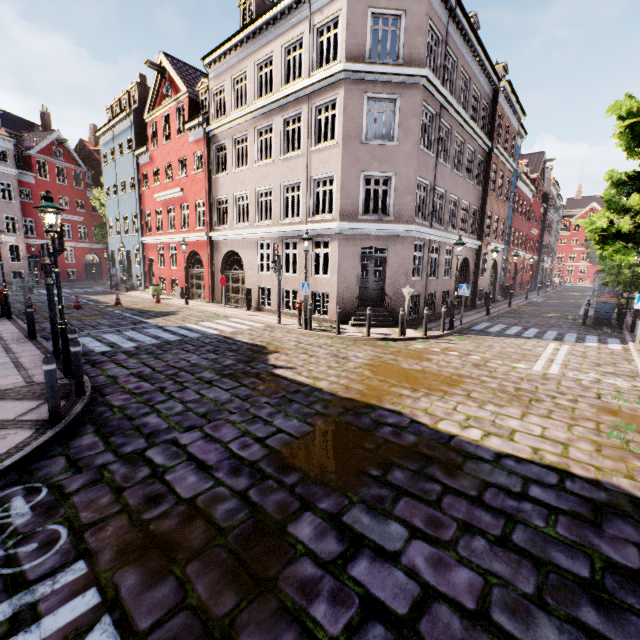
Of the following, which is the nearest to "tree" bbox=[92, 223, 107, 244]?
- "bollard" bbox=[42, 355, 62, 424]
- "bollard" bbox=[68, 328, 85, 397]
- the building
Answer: the building

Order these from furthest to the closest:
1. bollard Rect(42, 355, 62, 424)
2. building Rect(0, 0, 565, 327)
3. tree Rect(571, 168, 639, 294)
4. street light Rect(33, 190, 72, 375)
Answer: building Rect(0, 0, 565, 327) < tree Rect(571, 168, 639, 294) < street light Rect(33, 190, 72, 375) < bollard Rect(42, 355, 62, 424)

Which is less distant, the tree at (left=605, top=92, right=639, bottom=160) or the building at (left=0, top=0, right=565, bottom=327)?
the tree at (left=605, top=92, right=639, bottom=160)

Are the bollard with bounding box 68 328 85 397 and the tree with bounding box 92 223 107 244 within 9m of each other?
no

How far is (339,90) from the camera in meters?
13.0 m

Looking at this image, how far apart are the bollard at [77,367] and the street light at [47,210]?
1.5m

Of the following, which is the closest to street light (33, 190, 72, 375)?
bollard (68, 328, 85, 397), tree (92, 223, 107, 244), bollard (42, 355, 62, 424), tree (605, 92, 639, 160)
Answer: bollard (68, 328, 85, 397)

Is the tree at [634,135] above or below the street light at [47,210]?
above
